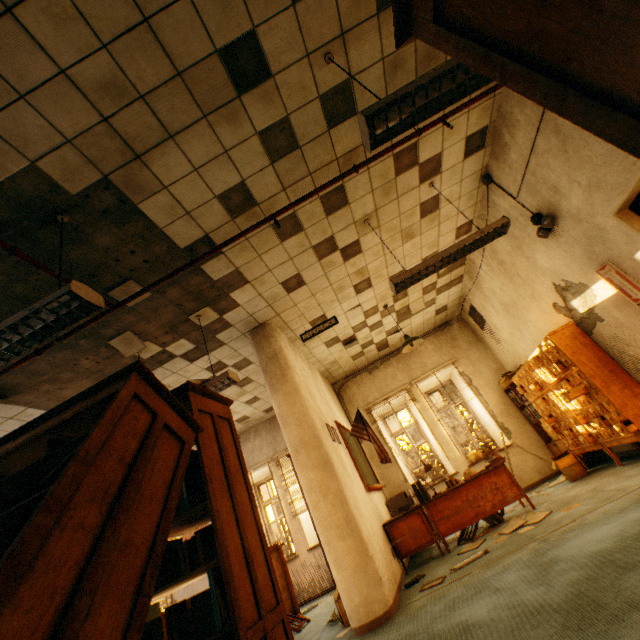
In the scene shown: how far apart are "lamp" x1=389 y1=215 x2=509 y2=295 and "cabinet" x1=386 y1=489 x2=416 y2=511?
4.71m

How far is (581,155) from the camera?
3.22m

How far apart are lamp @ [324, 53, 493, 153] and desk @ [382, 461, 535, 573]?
5.0m

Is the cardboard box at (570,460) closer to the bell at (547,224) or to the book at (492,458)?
the book at (492,458)

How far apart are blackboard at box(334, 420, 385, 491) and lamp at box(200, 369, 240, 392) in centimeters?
263cm

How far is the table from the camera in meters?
5.8 m

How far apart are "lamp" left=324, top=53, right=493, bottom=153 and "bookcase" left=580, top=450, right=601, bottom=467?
6.2 meters

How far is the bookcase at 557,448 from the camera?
6.1 meters
